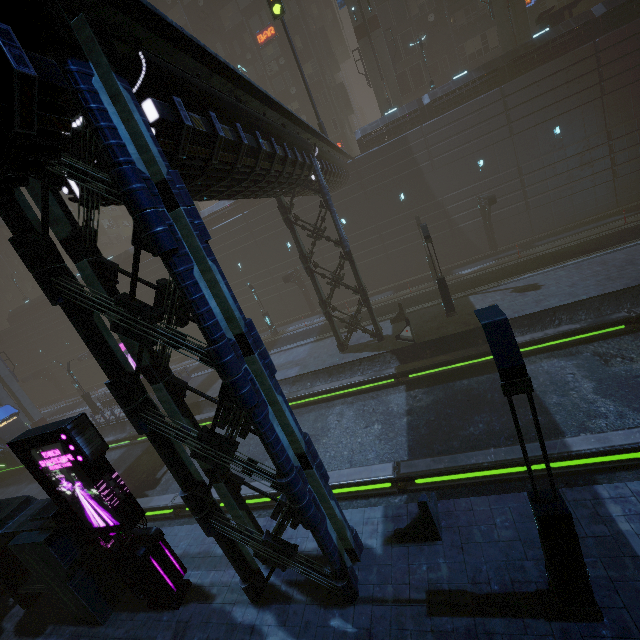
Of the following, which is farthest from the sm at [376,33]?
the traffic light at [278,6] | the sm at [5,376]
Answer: the sm at [5,376]

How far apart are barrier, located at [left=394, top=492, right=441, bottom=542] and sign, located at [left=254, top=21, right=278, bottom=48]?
44.10m

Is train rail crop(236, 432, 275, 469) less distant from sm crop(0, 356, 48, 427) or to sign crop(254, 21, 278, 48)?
sm crop(0, 356, 48, 427)

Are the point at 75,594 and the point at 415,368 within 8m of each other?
no

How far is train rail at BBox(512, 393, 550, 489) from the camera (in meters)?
9.08

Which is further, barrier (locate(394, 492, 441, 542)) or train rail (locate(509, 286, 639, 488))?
train rail (locate(509, 286, 639, 488))

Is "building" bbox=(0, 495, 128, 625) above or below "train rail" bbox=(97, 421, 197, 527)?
above

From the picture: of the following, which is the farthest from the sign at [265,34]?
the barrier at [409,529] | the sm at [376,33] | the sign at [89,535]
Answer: the barrier at [409,529]
